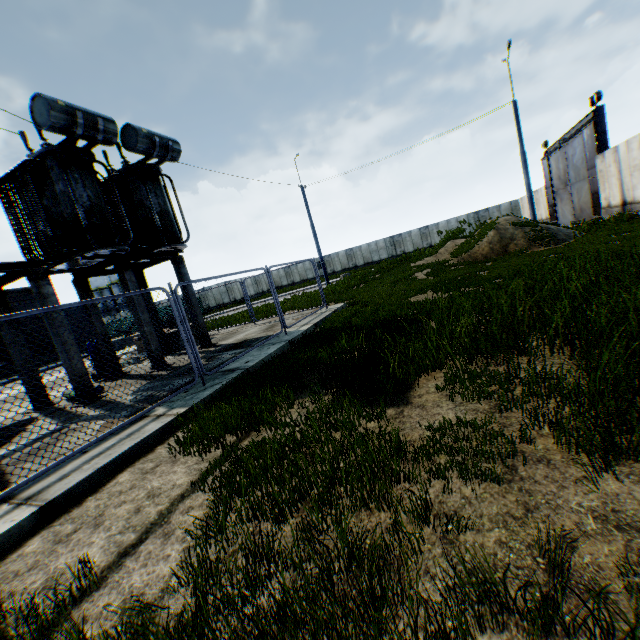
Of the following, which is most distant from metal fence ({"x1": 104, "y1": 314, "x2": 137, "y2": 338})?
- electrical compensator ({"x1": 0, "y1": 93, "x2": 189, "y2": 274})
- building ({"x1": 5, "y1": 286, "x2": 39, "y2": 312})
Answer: building ({"x1": 5, "y1": 286, "x2": 39, "y2": 312})

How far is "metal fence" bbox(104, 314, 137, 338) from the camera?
5.2 meters

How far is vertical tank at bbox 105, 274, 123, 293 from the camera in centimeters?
5900cm

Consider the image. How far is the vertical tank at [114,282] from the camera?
59.00m

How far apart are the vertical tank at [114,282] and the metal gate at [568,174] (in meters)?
64.08

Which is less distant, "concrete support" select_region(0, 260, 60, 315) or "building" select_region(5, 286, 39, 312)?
"concrete support" select_region(0, 260, 60, 315)

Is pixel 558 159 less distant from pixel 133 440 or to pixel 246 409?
pixel 246 409

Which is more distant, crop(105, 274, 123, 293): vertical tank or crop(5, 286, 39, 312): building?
crop(105, 274, 123, 293): vertical tank
